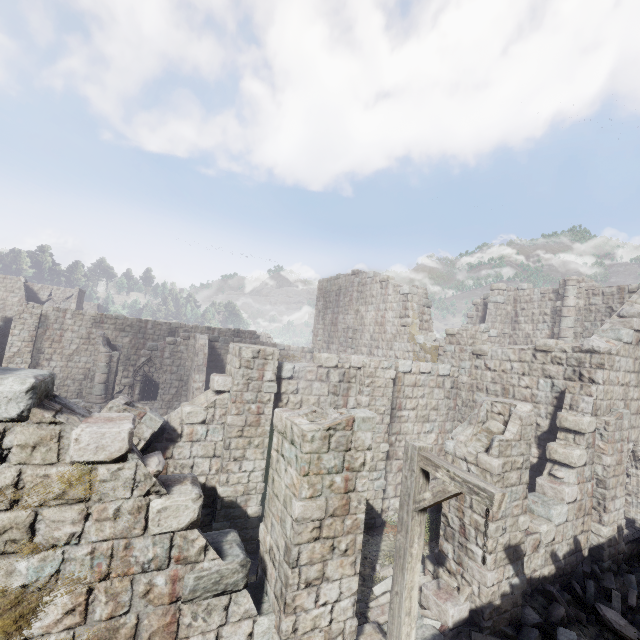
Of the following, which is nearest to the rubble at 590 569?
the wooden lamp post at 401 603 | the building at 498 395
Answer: the building at 498 395

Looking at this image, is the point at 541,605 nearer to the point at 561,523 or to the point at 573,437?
the point at 561,523

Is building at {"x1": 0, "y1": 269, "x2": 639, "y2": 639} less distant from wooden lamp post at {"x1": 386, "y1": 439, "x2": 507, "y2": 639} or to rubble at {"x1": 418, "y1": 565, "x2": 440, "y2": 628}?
rubble at {"x1": 418, "y1": 565, "x2": 440, "y2": 628}

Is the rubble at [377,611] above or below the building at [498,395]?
below

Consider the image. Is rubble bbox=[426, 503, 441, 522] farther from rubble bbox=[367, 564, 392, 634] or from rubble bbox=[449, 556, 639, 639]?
rubble bbox=[367, 564, 392, 634]

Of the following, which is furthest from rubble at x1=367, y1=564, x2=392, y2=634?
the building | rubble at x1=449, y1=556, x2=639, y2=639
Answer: the building

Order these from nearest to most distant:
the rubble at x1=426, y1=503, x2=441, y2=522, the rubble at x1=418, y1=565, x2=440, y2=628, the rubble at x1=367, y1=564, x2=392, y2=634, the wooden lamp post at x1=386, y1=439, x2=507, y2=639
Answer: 1. the wooden lamp post at x1=386, y1=439, x2=507, y2=639
2. the rubble at x1=418, y1=565, x2=440, y2=628
3. the rubble at x1=367, y1=564, x2=392, y2=634
4. the rubble at x1=426, y1=503, x2=441, y2=522
